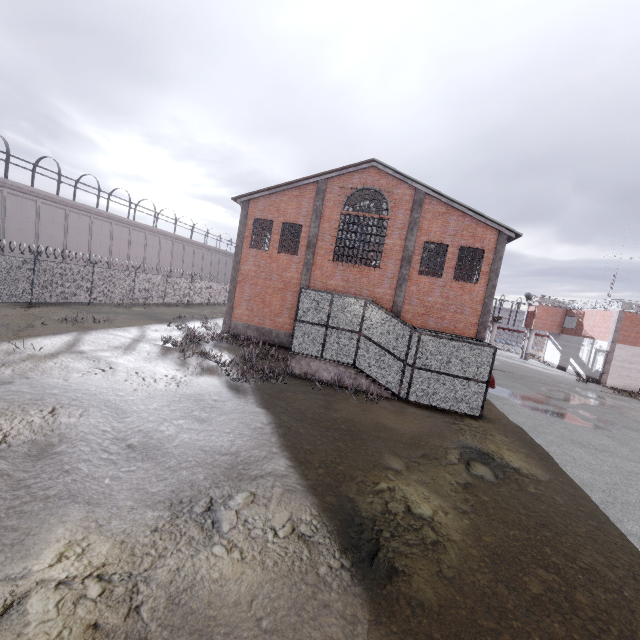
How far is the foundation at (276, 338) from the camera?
21.1 meters

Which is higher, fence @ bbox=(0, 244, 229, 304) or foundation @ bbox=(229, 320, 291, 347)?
fence @ bbox=(0, 244, 229, 304)

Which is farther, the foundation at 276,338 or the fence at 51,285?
the foundation at 276,338

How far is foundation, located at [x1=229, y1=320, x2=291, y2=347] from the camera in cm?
→ 2111

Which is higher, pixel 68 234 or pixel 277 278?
pixel 68 234

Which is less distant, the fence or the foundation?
the fence
